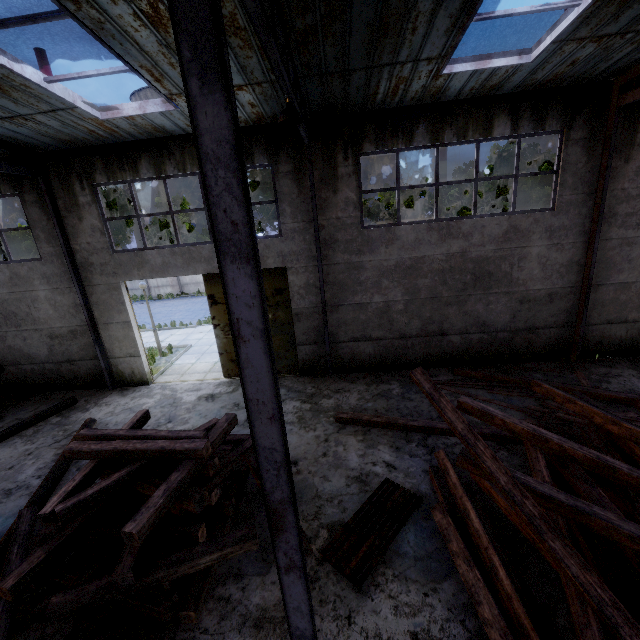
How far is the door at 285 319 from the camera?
10.5m

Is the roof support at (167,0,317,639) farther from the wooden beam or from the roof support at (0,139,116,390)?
the roof support at (0,139,116,390)

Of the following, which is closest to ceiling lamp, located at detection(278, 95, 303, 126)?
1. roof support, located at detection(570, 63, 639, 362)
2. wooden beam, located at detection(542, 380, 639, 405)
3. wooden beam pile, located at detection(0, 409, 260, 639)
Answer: wooden beam pile, located at detection(0, 409, 260, 639)

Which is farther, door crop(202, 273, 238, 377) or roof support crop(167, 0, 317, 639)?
door crop(202, 273, 238, 377)

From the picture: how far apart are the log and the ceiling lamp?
8.72m

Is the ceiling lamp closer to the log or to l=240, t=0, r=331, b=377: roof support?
l=240, t=0, r=331, b=377: roof support

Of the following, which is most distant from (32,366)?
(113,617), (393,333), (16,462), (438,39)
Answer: (438,39)

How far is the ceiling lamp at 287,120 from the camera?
5.2 meters
